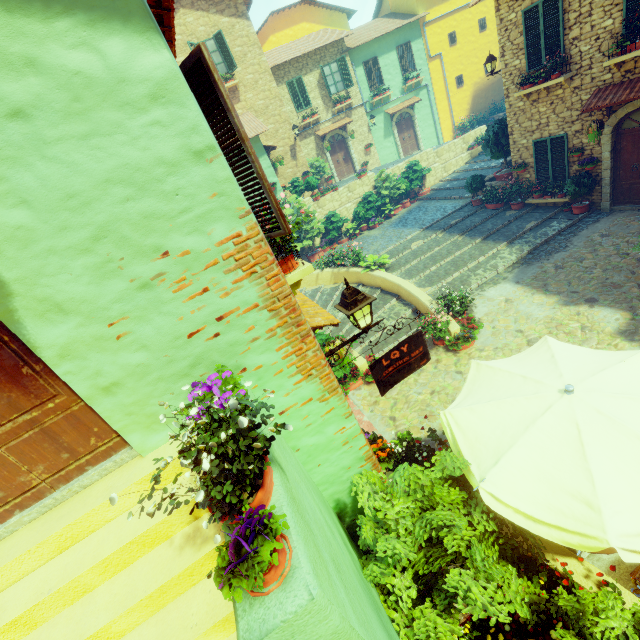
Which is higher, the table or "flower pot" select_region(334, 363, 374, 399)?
the table

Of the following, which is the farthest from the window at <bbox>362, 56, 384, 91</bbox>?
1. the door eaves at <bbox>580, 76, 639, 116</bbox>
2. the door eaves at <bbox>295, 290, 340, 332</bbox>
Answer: the door eaves at <bbox>295, 290, 340, 332</bbox>

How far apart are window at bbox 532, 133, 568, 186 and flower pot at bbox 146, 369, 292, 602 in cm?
1343

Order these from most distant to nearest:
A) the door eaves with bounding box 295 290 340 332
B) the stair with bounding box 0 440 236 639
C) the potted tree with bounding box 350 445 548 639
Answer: the door eaves with bounding box 295 290 340 332 < the potted tree with bounding box 350 445 548 639 < the stair with bounding box 0 440 236 639

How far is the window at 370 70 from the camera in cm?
2056

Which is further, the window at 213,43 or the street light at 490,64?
the street light at 490,64

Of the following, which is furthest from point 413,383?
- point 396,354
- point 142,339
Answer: point 142,339

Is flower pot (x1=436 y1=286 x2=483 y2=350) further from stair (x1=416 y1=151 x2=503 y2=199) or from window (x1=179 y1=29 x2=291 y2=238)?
window (x1=179 y1=29 x2=291 y2=238)
